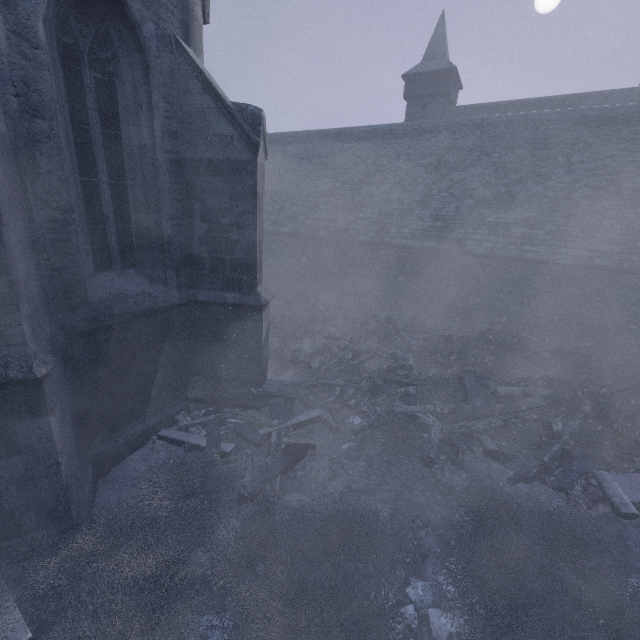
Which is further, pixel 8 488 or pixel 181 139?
pixel 181 139

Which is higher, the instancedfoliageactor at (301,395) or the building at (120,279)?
the building at (120,279)

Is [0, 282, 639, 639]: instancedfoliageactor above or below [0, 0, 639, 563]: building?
below
